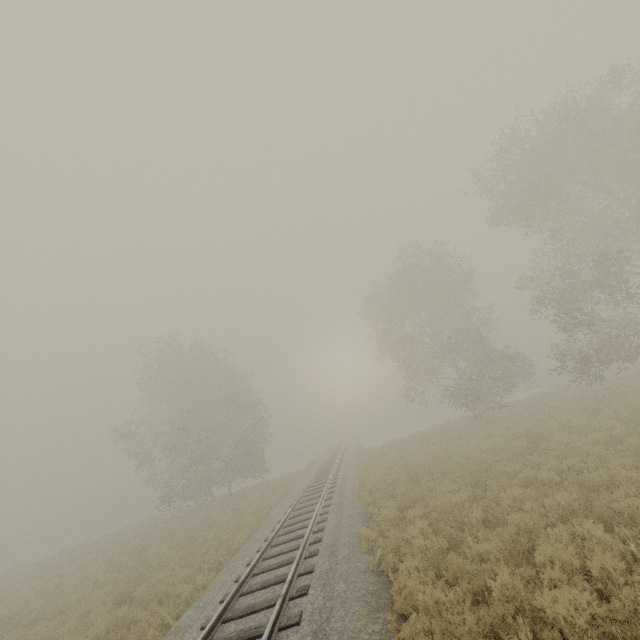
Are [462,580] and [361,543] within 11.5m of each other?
yes

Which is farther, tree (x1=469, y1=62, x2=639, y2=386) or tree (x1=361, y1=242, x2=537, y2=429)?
tree (x1=361, y1=242, x2=537, y2=429)

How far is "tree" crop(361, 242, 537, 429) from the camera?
25.72m

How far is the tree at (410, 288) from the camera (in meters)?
25.72

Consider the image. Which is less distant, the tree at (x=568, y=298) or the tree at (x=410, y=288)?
the tree at (x=568, y=298)
